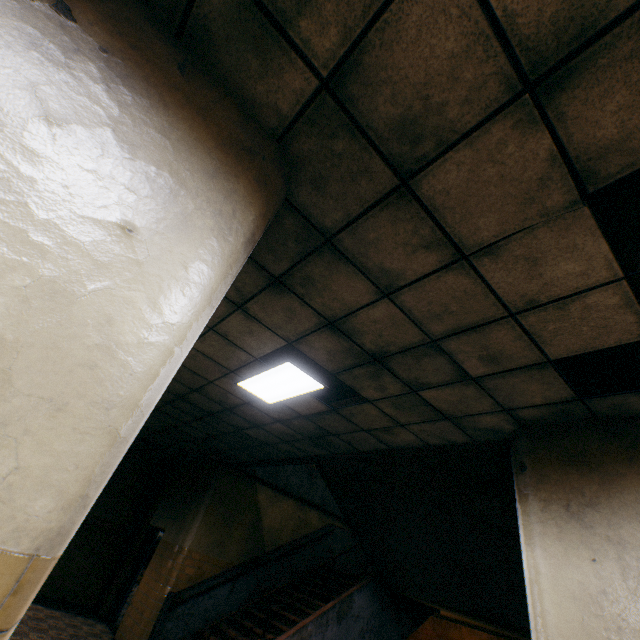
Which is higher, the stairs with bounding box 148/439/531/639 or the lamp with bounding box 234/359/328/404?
the lamp with bounding box 234/359/328/404

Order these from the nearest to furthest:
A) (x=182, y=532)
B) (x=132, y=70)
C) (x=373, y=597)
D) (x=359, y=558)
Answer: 1. (x=132, y=70)
2. (x=373, y=597)
3. (x=182, y=532)
4. (x=359, y=558)

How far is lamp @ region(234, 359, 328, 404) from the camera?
3.93m

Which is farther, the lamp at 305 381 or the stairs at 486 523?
the stairs at 486 523

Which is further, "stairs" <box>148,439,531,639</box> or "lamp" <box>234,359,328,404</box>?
"stairs" <box>148,439,531,639</box>

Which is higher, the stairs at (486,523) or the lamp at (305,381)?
the lamp at (305,381)
